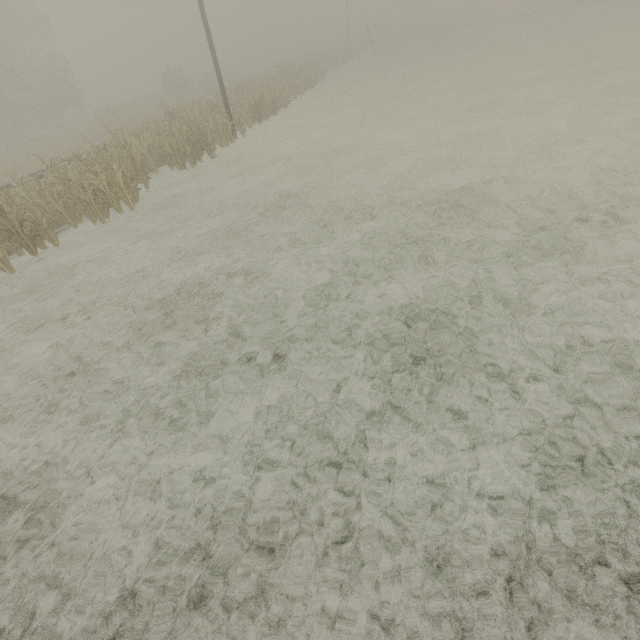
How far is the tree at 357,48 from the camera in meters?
50.9

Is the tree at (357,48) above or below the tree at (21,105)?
below

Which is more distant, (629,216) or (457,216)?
(457,216)

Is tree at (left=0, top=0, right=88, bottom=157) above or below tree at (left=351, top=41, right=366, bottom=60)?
above

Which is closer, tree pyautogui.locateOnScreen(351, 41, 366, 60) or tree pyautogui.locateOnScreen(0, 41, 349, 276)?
tree pyautogui.locateOnScreen(0, 41, 349, 276)

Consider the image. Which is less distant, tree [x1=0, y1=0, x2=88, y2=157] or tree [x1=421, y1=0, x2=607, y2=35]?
tree [x1=0, y1=0, x2=88, y2=157]
